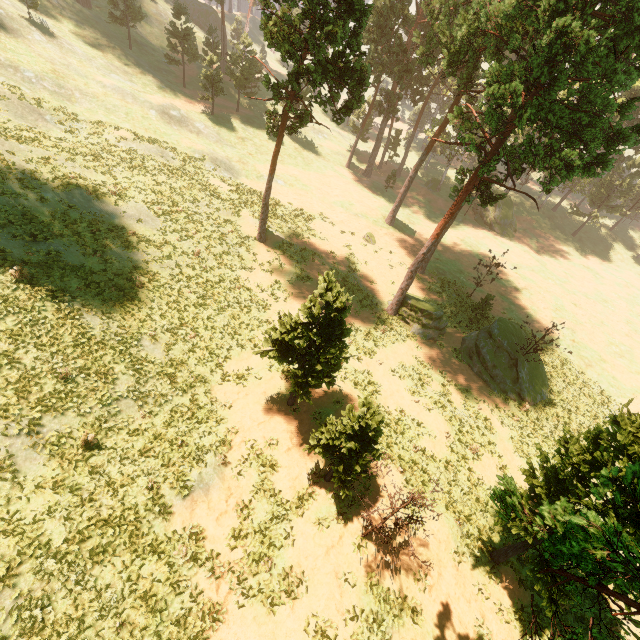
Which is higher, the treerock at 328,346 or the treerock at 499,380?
the treerock at 328,346

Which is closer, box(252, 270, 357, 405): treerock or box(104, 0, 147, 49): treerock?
box(252, 270, 357, 405): treerock

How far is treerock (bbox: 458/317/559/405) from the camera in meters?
26.0 m

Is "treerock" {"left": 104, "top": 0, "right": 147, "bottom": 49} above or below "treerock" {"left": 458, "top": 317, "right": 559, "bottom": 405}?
above

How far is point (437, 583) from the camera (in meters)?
13.95

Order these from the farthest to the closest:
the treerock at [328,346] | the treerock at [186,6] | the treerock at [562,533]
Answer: the treerock at [186,6], the treerock at [328,346], the treerock at [562,533]
